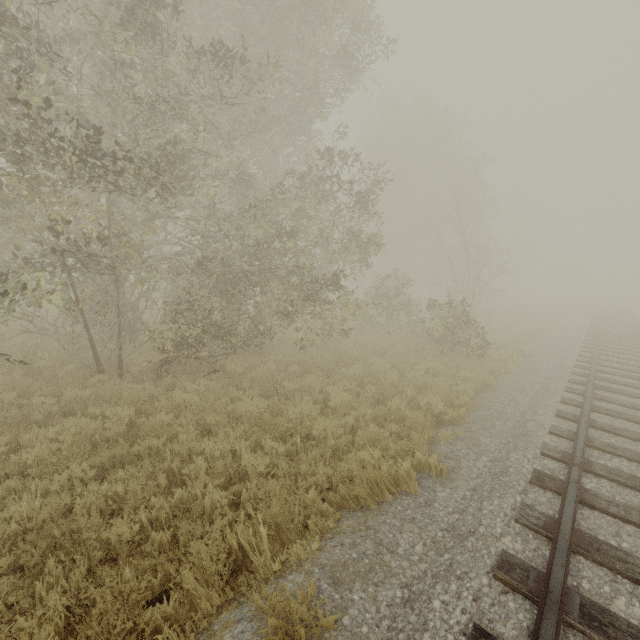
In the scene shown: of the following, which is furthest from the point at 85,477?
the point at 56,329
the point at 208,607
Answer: the point at 56,329
